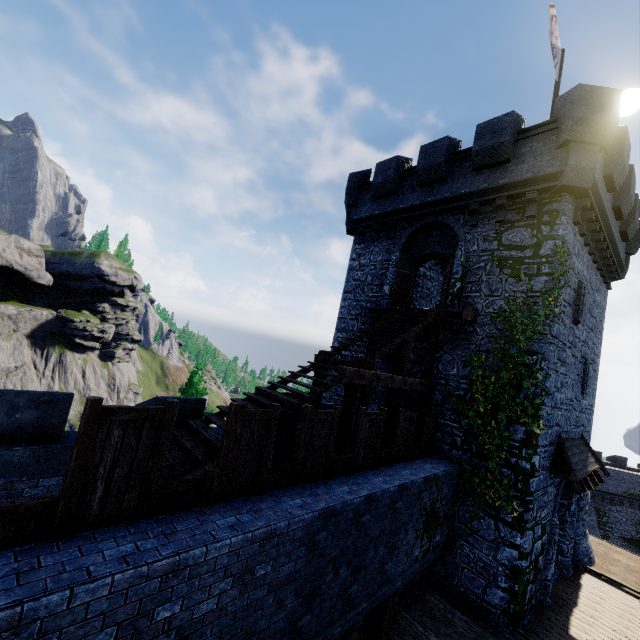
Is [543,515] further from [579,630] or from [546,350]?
[546,350]

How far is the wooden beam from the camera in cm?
789

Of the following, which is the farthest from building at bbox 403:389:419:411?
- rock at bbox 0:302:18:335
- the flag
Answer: rock at bbox 0:302:18:335

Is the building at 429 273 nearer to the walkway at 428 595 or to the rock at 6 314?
the walkway at 428 595

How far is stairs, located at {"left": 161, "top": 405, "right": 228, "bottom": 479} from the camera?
6.0m

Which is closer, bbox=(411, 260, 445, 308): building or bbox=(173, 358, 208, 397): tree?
bbox=(411, 260, 445, 308): building

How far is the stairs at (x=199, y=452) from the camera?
6.0 meters

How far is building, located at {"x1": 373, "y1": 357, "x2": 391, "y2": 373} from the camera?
14.4 meters
